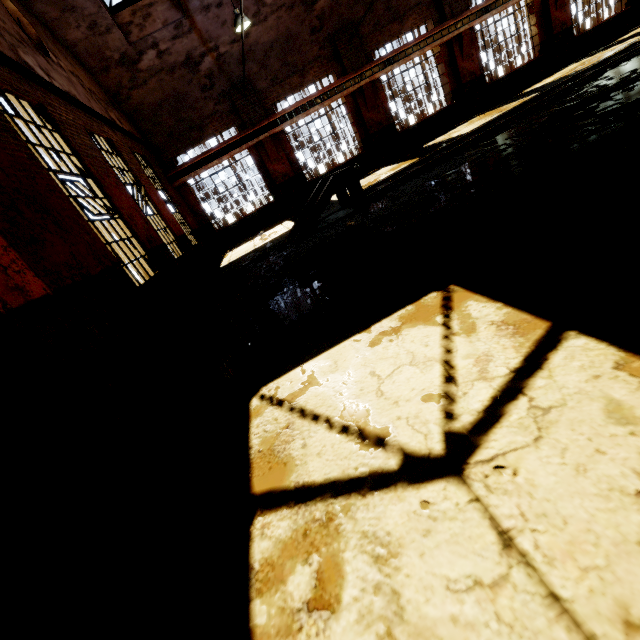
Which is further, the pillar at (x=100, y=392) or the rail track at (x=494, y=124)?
the rail track at (x=494, y=124)

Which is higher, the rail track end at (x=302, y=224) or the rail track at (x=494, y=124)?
the rail track end at (x=302, y=224)

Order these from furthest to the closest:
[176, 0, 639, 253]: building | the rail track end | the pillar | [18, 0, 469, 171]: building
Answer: [176, 0, 639, 253]: building, [18, 0, 469, 171]: building, the rail track end, the pillar

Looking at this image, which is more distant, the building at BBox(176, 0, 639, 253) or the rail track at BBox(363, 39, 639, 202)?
the building at BBox(176, 0, 639, 253)

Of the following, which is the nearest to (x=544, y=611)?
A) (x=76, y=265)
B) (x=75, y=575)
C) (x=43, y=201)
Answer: (x=75, y=575)

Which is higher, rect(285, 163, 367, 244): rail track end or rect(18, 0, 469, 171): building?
rect(18, 0, 469, 171): building

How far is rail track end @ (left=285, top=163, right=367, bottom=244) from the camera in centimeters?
801cm

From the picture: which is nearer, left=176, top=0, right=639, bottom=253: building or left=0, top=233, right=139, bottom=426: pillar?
left=0, top=233, right=139, bottom=426: pillar
